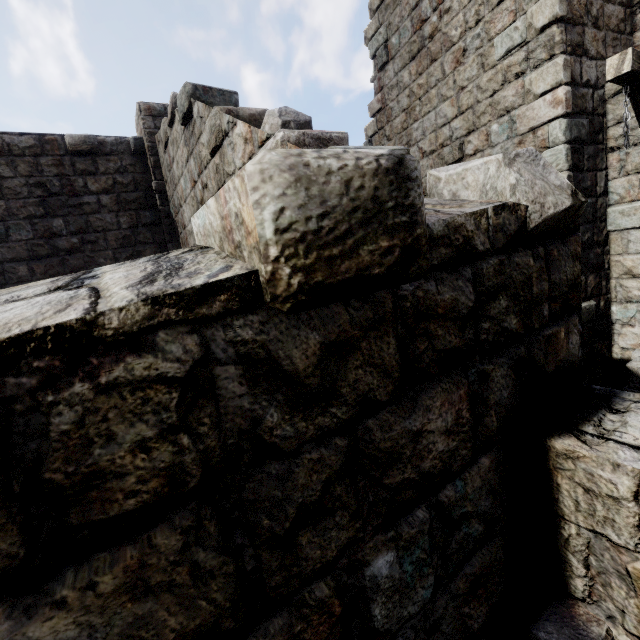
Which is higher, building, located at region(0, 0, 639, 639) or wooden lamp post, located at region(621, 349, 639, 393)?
building, located at region(0, 0, 639, 639)

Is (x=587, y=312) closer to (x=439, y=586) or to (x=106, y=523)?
(x=439, y=586)

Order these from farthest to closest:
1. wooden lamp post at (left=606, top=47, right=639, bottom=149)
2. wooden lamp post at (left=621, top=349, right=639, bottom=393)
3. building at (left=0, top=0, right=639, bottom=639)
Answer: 1. wooden lamp post at (left=621, top=349, right=639, bottom=393)
2. wooden lamp post at (left=606, top=47, right=639, bottom=149)
3. building at (left=0, top=0, right=639, bottom=639)

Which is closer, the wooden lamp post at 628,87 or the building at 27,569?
the building at 27,569

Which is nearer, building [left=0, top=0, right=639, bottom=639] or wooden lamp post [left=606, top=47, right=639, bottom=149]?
building [left=0, top=0, right=639, bottom=639]

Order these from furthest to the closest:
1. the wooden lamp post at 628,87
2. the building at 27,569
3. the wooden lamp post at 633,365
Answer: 1. the wooden lamp post at 633,365
2. the wooden lamp post at 628,87
3. the building at 27,569

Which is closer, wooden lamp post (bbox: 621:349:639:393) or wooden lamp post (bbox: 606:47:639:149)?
wooden lamp post (bbox: 606:47:639:149)
